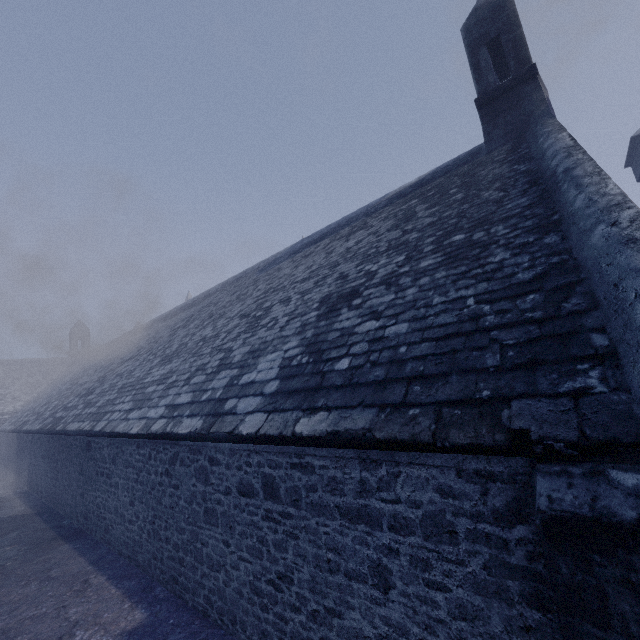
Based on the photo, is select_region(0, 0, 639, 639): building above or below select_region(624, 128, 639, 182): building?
below

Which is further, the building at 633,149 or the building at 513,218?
the building at 633,149

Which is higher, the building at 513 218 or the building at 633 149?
the building at 633 149

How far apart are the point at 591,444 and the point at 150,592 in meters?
7.6 m

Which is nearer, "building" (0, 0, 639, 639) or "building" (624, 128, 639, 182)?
"building" (0, 0, 639, 639)
